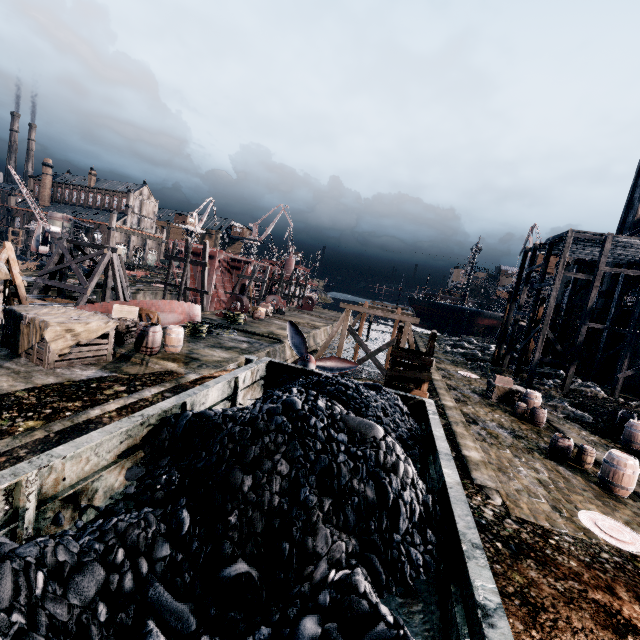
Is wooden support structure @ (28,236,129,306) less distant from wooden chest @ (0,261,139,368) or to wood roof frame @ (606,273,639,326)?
wooden chest @ (0,261,139,368)

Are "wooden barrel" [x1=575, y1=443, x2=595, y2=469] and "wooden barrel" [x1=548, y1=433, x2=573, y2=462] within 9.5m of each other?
yes

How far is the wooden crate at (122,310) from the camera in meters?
17.1 m

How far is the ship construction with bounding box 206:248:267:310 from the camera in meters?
43.8 m

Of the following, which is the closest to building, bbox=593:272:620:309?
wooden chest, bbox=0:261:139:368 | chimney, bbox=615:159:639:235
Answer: wooden chest, bbox=0:261:139:368

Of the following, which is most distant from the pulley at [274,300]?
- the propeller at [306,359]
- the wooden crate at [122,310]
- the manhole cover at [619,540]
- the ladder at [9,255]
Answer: the manhole cover at [619,540]

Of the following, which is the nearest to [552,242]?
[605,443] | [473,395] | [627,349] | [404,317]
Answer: [627,349]

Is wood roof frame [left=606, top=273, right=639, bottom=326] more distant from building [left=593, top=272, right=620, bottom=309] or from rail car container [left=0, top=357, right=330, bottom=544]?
building [left=593, top=272, right=620, bottom=309]
